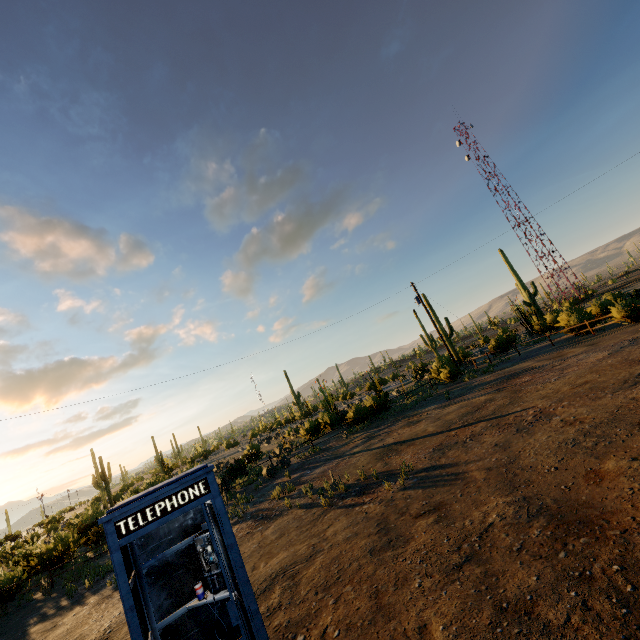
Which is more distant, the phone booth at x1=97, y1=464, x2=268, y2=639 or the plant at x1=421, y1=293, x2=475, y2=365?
the plant at x1=421, y1=293, x2=475, y2=365

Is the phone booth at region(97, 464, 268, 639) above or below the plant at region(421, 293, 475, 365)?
above

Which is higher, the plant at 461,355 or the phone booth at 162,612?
the phone booth at 162,612

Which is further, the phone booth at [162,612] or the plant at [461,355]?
the plant at [461,355]

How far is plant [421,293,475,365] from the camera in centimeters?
3572cm

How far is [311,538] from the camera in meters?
7.6
